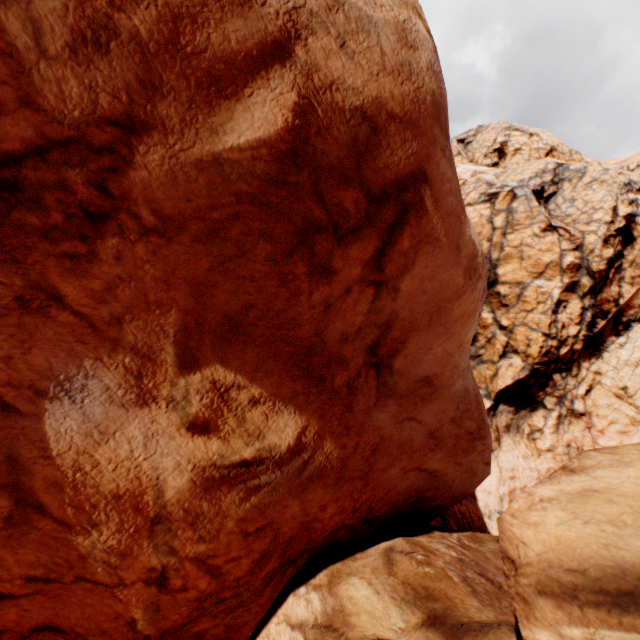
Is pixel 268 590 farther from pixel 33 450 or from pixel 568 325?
pixel 568 325
